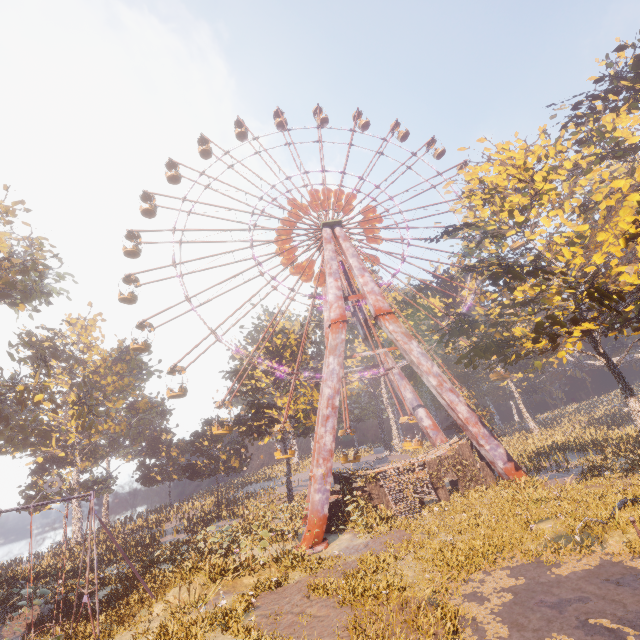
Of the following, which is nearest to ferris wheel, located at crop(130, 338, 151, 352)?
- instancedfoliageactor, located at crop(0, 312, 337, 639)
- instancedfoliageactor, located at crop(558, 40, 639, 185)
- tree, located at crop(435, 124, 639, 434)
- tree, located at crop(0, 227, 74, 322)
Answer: tree, located at crop(0, 227, 74, 322)

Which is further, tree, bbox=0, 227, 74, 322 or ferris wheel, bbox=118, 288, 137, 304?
ferris wheel, bbox=118, 288, 137, 304

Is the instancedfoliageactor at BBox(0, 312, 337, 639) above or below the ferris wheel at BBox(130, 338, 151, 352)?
below

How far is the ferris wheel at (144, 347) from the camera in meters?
28.9 m

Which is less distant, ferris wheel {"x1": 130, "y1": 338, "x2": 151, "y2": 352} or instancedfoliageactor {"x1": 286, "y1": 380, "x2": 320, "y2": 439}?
ferris wheel {"x1": 130, "y1": 338, "x2": 151, "y2": 352}

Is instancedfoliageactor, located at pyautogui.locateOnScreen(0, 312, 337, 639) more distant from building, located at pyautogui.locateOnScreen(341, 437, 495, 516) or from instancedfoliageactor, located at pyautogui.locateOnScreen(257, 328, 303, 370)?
building, located at pyautogui.locateOnScreen(341, 437, 495, 516)

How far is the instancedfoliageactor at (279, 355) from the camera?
38.19m

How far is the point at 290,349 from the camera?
39.8 meters
